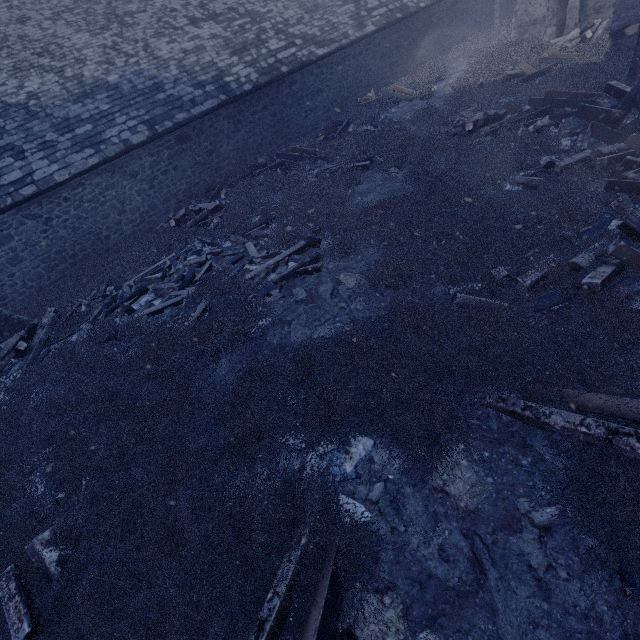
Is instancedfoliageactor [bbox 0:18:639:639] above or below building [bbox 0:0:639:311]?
below

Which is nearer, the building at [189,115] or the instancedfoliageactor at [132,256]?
the instancedfoliageactor at [132,256]

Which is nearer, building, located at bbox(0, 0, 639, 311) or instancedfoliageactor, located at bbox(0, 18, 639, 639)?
instancedfoliageactor, located at bbox(0, 18, 639, 639)

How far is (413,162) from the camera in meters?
8.9 m

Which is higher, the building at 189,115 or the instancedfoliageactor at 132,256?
the building at 189,115
